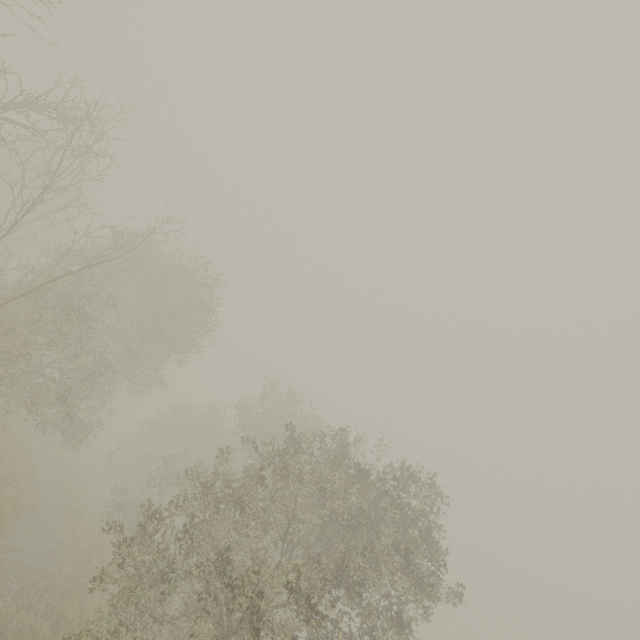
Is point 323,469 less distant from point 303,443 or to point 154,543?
point 303,443
